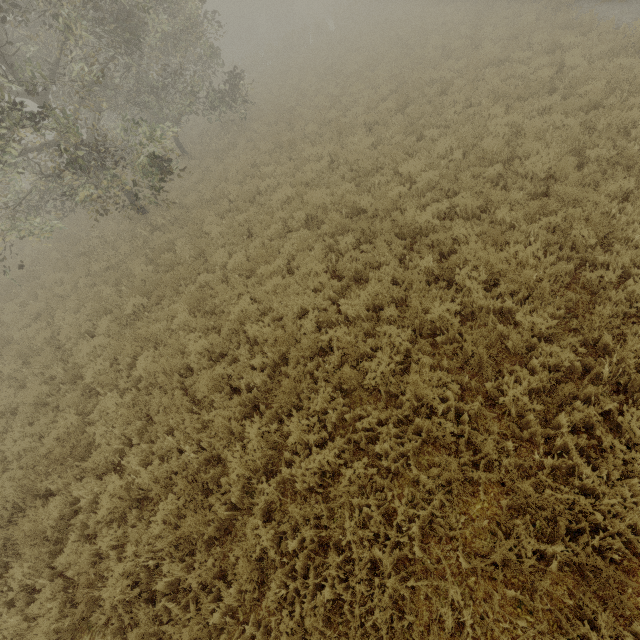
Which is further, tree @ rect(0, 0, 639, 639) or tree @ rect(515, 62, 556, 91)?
tree @ rect(515, 62, 556, 91)

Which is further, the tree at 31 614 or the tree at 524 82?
the tree at 524 82

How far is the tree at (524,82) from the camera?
10.0 meters

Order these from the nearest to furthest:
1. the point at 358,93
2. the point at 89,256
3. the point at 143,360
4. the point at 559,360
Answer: the point at 559,360 → the point at 143,360 → the point at 89,256 → the point at 358,93

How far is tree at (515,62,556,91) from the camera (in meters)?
9.97
